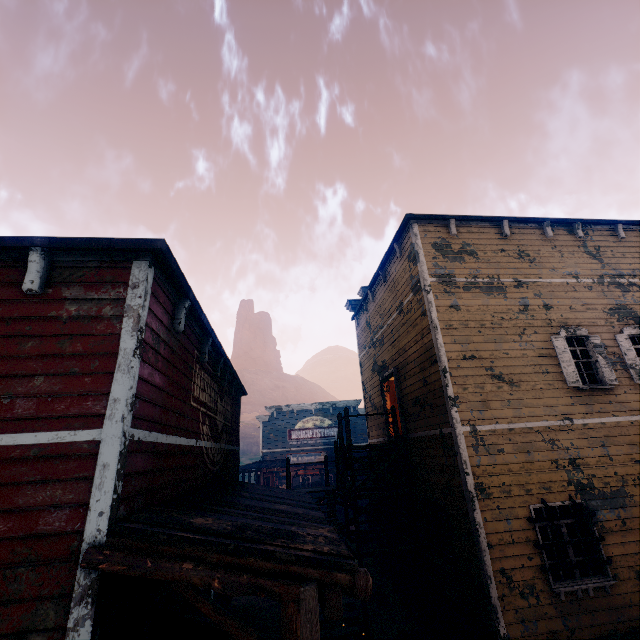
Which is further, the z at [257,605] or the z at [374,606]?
the z at [257,605]

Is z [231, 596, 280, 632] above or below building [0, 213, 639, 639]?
below

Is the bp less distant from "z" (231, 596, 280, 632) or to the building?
the building

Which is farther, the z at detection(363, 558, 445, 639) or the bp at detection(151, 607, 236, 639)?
the z at detection(363, 558, 445, 639)

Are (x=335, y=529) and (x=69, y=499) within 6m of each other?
yes

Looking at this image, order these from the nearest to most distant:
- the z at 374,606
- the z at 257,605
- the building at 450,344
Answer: the building at 450,344
the z at 374,606
the z at 257,605

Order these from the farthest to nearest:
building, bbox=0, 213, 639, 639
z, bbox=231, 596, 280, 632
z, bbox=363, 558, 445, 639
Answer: z, bbox=231, 596, 280, 632, z, bbox=363, 558, 445, 639, building, bbox=0, 213, 639, 639
